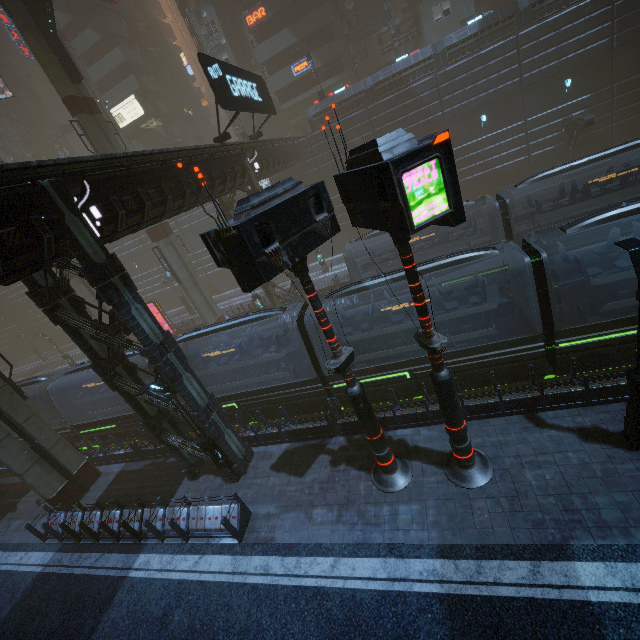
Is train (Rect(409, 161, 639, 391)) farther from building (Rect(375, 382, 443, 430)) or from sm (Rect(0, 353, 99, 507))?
sm (Rect(0, 353, 99, 507))

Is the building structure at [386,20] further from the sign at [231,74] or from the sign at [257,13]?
the sign at [231,74]

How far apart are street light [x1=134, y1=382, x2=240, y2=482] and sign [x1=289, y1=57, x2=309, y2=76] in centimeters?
3897cm

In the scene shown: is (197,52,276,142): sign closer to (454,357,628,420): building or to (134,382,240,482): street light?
(454,357,628,420): building

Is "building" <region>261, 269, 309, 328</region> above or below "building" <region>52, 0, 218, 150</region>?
below

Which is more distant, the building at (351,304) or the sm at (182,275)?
the sm at (182,275)

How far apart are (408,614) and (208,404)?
8.78m
